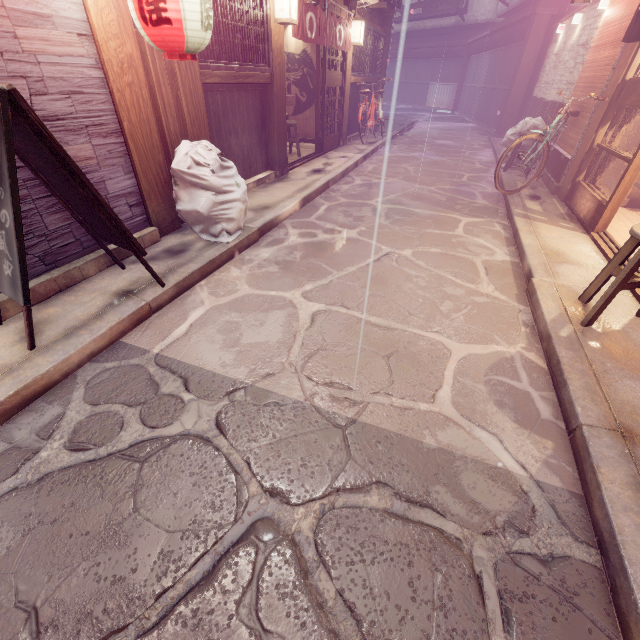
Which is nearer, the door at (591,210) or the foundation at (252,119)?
the door at (591,210)

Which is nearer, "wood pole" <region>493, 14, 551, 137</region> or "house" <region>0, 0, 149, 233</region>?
"house" <region>0, 0, 149, 233</region>

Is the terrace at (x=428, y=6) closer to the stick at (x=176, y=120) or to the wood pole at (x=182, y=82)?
the wood pole at (x=182, y=82)

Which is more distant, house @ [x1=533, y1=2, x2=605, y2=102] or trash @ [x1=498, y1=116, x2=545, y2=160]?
trash @ [x1=498, y1=116, x2=545, y2=160]

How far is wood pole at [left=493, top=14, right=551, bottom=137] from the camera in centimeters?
1762cm

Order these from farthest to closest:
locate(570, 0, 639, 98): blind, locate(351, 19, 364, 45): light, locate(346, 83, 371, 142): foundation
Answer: locate(346, 83, 371, 142): foundation
locate(351, 19, 364, 45): light
locate(570, 0, 639, 98): blind

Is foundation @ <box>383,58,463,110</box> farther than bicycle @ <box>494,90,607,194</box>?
Yes

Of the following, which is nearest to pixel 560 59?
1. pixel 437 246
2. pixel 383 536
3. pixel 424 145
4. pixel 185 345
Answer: pixel 424 145
